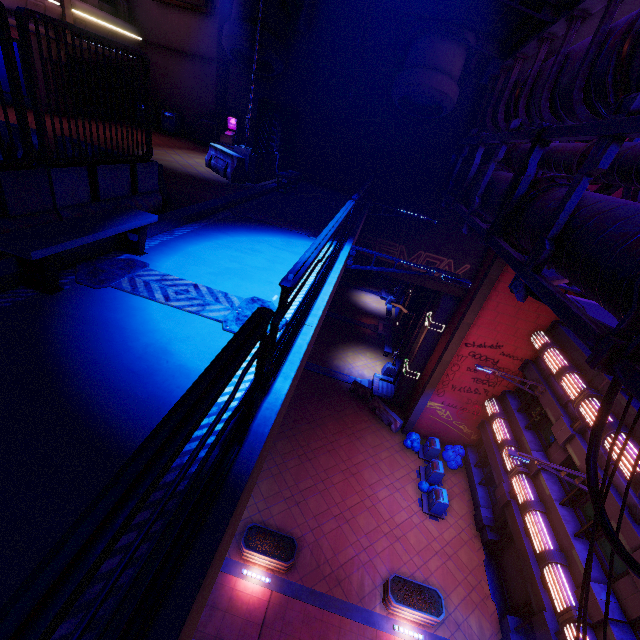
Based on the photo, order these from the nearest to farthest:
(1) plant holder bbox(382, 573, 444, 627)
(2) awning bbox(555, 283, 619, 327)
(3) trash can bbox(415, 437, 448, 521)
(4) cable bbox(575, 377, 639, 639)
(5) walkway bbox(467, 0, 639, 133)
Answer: (4) cable bbox(575, 377, 639, 639) → (5) walkway bbox(467, 0, 639, 133) → (2) awning bbox(555, 283, 619, 327) → (1) plant holder bbox(382, 573, 444, 627) → (3) trash can bbox(415, 437, 448, 521)

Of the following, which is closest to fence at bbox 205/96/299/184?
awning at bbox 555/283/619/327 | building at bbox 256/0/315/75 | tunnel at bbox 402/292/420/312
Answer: building at bbox 256/0/315/75

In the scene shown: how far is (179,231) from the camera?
6.80m

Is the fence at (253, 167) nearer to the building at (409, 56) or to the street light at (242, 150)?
the street light at (242, 150)

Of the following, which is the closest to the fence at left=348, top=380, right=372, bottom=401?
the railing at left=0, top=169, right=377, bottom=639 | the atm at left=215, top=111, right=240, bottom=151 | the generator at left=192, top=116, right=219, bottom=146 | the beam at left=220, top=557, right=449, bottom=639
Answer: the beam at left=220, top=557, right=449, bottom=639

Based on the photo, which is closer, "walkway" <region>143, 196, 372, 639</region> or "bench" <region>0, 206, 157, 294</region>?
"walkway" <region>143, 196, 372, 639</region>

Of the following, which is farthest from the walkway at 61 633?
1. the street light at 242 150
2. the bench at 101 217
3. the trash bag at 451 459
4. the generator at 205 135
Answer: the trash bag at 451 459

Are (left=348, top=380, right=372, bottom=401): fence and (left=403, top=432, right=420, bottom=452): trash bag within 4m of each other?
yes
